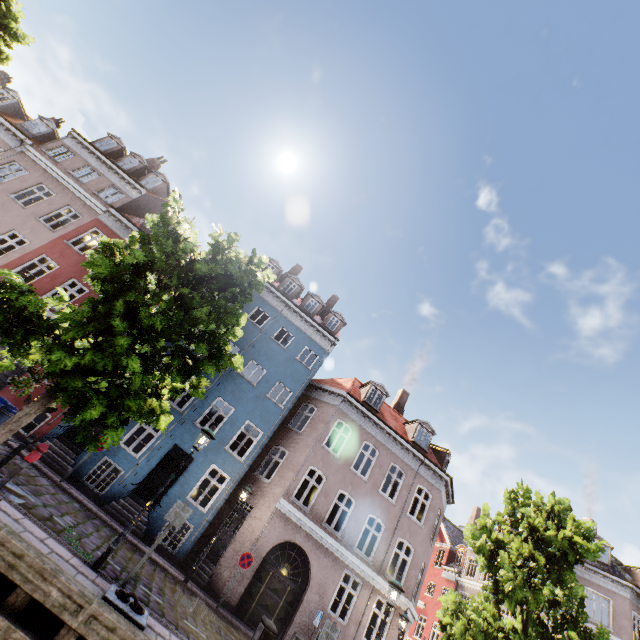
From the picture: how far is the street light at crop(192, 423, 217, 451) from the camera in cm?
884

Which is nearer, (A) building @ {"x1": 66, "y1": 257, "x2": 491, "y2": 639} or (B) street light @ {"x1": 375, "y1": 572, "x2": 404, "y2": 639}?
(B) street light @ {"x1": 375, "y1": 572, "x2": 404, "y2": 639}

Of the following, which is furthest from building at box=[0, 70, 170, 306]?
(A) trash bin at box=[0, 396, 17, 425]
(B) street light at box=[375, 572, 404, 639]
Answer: (B) street light at box=[375, 572, 404, 639]

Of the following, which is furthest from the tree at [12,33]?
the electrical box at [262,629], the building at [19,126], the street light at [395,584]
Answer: the electrical box at [262,629]

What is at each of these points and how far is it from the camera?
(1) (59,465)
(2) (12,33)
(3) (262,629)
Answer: (1) building, 13.30m
(2) tree, 12.50m
(3) electrical box, 6.56m

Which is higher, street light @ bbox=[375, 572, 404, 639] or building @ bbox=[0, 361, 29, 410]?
street light @ bbox=[375, 572, 404, 639]

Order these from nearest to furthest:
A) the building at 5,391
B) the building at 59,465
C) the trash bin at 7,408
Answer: the trash bin at 7,408 < the building at 59,465 < the building at 5,391

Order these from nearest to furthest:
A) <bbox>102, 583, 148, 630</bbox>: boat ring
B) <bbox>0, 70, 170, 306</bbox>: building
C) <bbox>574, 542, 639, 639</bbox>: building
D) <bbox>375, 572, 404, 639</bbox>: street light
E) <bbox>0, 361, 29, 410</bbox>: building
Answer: <bbox>102, 583, 148, 630</bbox>: boat ring → <bbox>375, 572, 404, 639</bbox>: street light → <bbox>0, 361, 29, 410</bbox>: building → <bbox>0, 70, 170, 306</bbox>: building → <bbox>574, 542, 639, 639</bbox>: building
